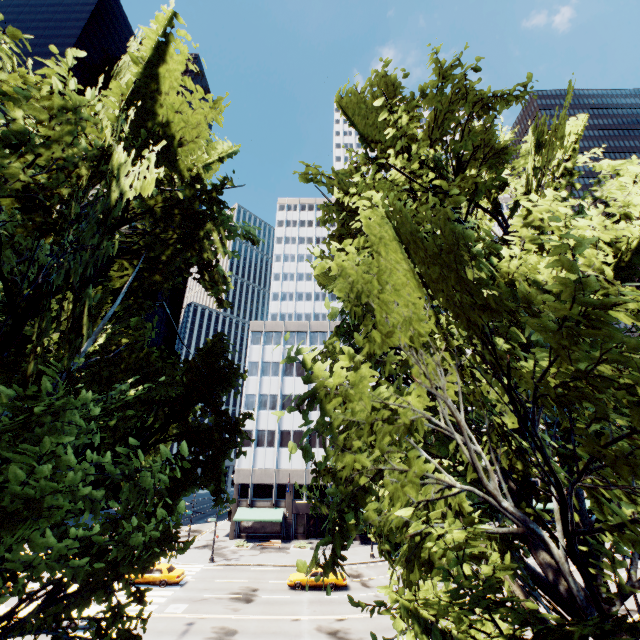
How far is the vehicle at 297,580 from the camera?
28.1 meters

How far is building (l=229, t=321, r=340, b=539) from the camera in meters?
45.4

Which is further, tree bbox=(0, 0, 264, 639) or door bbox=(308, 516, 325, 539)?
door bbox=(308, 516, 325, 539)

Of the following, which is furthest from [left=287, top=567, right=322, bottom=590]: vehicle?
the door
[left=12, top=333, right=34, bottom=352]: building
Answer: [left=12, top=333, right=34, bottom=352]: building

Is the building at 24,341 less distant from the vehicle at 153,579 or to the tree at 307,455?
the vehicle at 153,579

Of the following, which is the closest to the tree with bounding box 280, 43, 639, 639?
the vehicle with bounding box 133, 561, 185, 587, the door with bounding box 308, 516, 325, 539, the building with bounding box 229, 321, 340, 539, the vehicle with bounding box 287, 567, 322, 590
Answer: the building with bounding box 229, 321, 340, 539

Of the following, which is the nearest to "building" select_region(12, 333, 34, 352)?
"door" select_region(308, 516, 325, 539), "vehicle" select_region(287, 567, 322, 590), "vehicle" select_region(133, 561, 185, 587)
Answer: "vehicle" select_region(133, 561, 185, 587)

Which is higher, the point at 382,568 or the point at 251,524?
the point at 251,524
